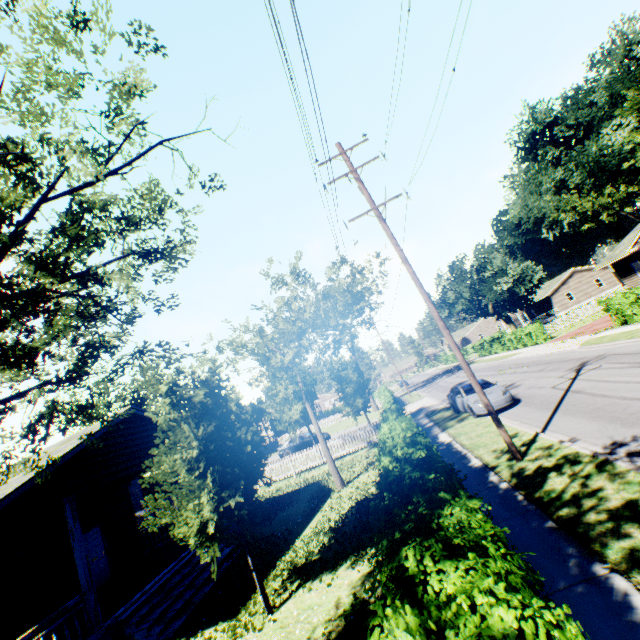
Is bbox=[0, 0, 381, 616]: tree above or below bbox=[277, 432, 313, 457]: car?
above

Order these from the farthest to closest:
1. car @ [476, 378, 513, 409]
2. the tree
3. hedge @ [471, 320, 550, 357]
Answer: Answer:
1. hedge @ [471, 320, 550, 357]
2. car @ [476, 378, 513, 409]
3. the tree

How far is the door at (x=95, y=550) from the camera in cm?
1353

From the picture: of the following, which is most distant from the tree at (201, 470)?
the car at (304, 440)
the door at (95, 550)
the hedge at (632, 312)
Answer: the hedge at (632, 312)

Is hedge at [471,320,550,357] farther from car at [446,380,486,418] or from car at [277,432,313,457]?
car at [446,380,486,418]

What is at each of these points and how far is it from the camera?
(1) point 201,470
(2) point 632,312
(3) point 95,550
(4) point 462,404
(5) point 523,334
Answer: (1) tree, 7.2 meters
(2) hedge, 20.7 meters
(3) door, 14.0 meters
(4) car, 16.7 meters
(5) hedge, 35.8 meters

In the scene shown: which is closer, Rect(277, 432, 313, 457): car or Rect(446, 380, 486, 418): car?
Rect(446, 380, 486, 418): car

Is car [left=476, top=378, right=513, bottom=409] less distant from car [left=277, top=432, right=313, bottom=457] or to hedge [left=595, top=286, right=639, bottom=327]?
hedge [left=595, top=286, right=639, bottom=327]
